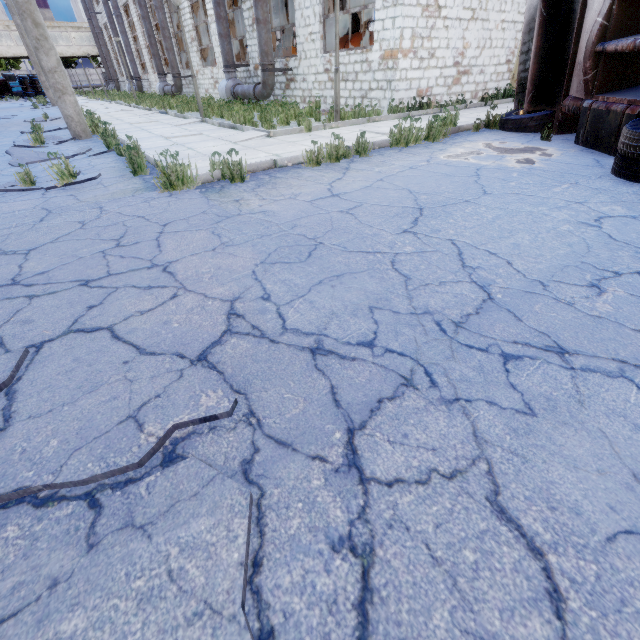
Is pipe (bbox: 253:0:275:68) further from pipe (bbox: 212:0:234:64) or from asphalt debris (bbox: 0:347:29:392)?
asphalt debris (bbox: 0:347:29:392)

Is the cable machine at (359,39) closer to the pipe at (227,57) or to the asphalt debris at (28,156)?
the pipe at (227,57)

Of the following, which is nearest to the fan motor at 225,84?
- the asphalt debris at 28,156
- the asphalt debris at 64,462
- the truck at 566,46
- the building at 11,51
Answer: the asphalt debris at 28,156

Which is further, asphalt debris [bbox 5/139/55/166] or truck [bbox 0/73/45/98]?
truck [bbox 0/73/45/98]

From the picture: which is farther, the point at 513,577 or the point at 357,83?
the point at 357,83

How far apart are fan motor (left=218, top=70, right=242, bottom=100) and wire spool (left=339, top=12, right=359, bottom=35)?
13.59m

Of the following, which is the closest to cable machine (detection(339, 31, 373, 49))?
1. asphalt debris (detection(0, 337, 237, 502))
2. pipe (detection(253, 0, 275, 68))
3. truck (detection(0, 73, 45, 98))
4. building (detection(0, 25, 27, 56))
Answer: pipe (detection(253, 0, 275, 68))

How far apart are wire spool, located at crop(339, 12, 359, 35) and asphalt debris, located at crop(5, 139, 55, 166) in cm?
2535
